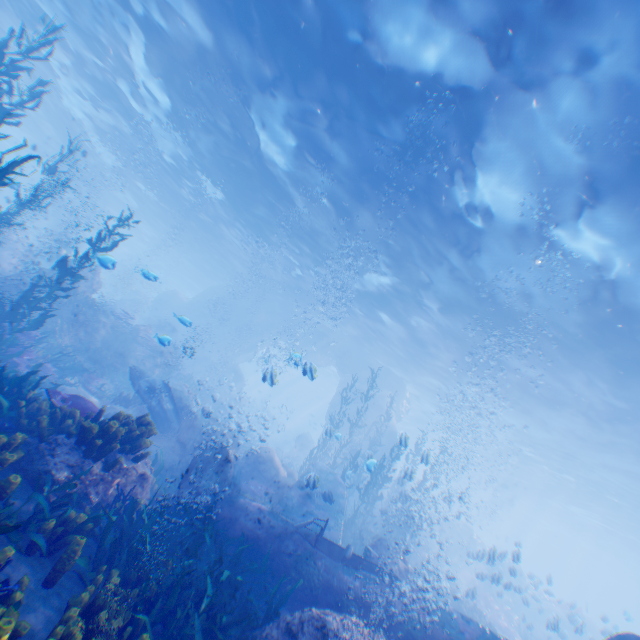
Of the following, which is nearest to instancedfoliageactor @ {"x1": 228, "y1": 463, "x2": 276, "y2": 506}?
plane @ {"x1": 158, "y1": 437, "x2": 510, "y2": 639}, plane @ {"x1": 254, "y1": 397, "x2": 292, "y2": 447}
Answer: plane @ {"x1": 158, "y1": 437, "x2": 510, "y2": 639}

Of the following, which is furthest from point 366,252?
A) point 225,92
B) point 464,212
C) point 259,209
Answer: point 225,92

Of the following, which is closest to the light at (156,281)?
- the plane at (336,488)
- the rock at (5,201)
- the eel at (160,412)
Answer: the rock at (5,201)

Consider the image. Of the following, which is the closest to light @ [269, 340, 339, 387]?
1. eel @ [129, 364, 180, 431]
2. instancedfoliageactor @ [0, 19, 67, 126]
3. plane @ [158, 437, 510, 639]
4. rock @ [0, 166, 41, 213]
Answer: rock @ [0, 166, 41, 213]

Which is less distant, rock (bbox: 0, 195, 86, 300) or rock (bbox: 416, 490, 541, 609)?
rock (bbox: 416, 490, 541, 609)

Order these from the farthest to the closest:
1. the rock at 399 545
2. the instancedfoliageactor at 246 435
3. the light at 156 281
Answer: the instancedfoliageactor at 246 435
the light at 156 281
the rock at 399 545

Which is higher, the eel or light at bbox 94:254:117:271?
light at bbox 94:254:117:271

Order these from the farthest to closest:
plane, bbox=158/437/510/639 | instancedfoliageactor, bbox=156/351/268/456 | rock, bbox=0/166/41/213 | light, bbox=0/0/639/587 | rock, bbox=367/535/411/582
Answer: instancedfoliageactor, bbox=156/351/268/456 < rock, bbox=0/166/41/213 < rock, bbox=367/535/411/582 < light, bbox=0/0/639/587 < plane, bbox=158/437/510/639
